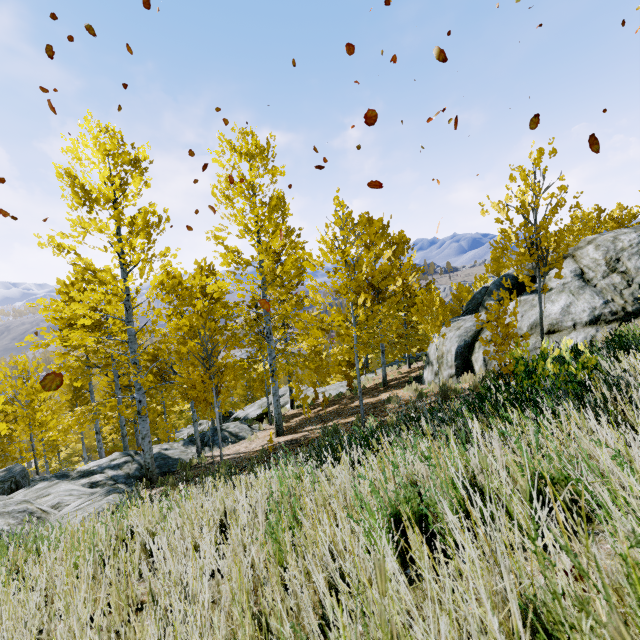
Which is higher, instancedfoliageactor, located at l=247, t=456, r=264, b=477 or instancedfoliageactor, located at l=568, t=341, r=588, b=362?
instancedfoliageactor, located at l=568, t=341, r=588, b=362

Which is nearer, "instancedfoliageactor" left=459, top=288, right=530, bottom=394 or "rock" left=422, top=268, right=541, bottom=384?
"instancedfoliageactor" left=459, top=288, right=530, bottom=394

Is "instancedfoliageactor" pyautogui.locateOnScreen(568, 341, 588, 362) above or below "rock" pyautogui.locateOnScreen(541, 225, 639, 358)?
above

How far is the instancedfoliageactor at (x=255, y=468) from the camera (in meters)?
2.45

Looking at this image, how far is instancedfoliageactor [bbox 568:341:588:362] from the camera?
2.9m

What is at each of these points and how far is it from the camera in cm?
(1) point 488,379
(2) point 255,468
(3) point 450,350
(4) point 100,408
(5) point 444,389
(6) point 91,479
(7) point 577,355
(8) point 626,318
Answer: (1) instancedfoliageactor, 576
(2) instancedfoliageactor, 451
(3) rock, 1074
(4) instancedfoliageactor, 998
(5) instancedfoliageactor, 755
(6) rock, 1110
(7) instancedfoliageactor, 526
(8) rock, 789

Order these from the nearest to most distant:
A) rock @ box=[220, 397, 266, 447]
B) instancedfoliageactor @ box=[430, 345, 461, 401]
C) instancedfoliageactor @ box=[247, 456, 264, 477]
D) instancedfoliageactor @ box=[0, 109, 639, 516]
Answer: instancedfoliageactor @ box=[247, 456, 264, 477] < instancedfoliageactor @ box=[0, 109, 639, 516] < instancedfoliageactor @ box=[430, 345, 461, 401] < rock @ box=[220, 397, 266, 447]

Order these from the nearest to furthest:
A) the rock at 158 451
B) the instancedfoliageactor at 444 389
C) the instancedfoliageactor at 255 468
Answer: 1. the instancedfoliageactor at 255 468
2. the instancedfoliageactor at 444 389
3. the rock at 158 451
